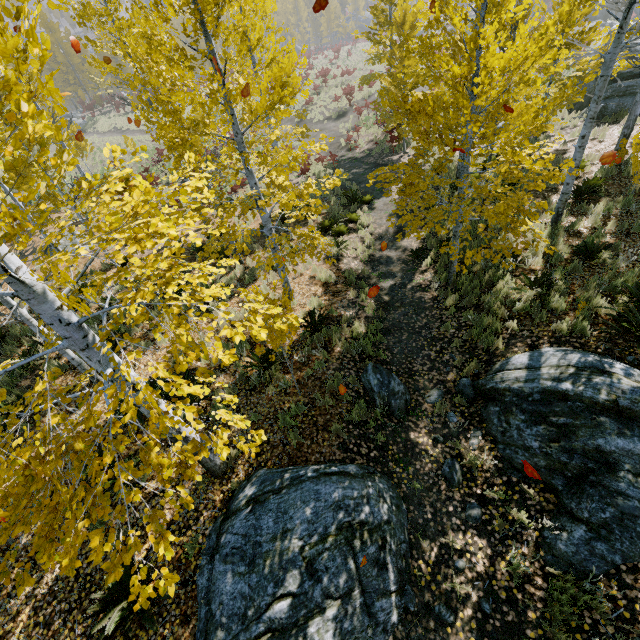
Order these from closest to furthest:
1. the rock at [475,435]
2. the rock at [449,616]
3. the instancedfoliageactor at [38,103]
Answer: the instancedfoliageactor at [38,103], the rock at [449,616], the rock at [475,435]

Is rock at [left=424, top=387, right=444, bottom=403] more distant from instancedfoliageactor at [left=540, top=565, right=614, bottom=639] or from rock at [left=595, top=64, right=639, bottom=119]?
rock at [left=595, top=64, right=639, bottom=119]

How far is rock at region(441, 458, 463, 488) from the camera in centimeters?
540cm

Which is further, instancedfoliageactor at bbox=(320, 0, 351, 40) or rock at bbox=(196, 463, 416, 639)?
instancedfoliageactor at bbox=(320, 0, 351, 40)

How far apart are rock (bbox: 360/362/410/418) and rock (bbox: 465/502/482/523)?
1.76m

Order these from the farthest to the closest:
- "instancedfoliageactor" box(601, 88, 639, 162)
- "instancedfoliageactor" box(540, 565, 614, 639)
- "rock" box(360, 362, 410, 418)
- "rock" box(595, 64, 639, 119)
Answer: "rock" box(595, 64, 639, 119) → "instancedfoliageactor" box(601, 88, 639, 162) → "rock" box(360, 362, 410, 418) → "instancedfoliageactor" box(540, 565, 614, 639)

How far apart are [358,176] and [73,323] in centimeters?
1723cm

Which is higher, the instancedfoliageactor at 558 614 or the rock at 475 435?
the instancedfoliageactor at 558 614
